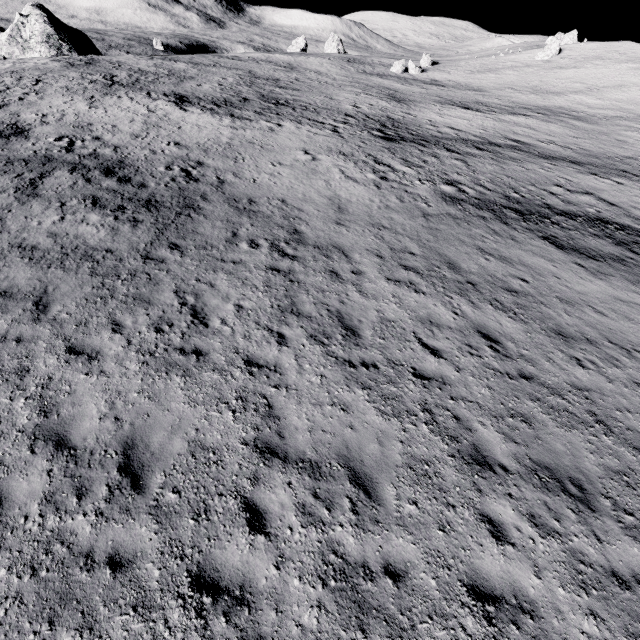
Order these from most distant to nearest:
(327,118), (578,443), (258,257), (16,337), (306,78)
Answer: (306,78)
(327,118)
(258,257)
(16,337)
(578,443)
